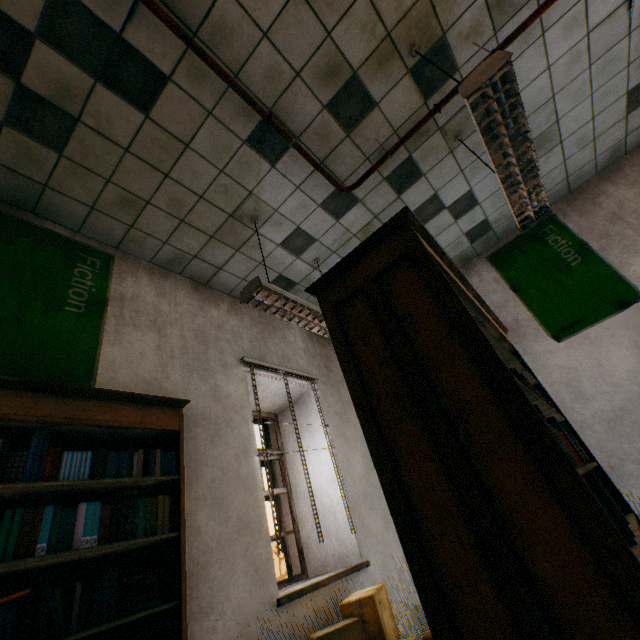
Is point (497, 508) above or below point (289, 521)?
below

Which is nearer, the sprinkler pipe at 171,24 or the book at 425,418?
the book at 425,418

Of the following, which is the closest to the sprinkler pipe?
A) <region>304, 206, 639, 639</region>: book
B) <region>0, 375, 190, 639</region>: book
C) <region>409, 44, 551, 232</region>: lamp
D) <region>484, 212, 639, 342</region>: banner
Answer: <region>409, 44, 551, 232</region>: lamp

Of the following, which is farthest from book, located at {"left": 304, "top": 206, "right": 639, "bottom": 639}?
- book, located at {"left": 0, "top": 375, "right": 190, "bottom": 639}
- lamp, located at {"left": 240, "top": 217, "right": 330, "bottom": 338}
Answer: book, located at {"left": 0, "top": 375, "right": 190, "bottom": 639}

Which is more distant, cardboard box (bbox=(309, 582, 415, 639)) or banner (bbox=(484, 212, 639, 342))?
banner (bbox=(484, 212, 639, 342))

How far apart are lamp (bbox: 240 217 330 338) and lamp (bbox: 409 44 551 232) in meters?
→ 1.8 m

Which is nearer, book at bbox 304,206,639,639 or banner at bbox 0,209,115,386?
book at bbox 304,206,639,639

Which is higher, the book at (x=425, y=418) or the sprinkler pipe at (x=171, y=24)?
the sprinkler pipe at (x=171, y=24)
